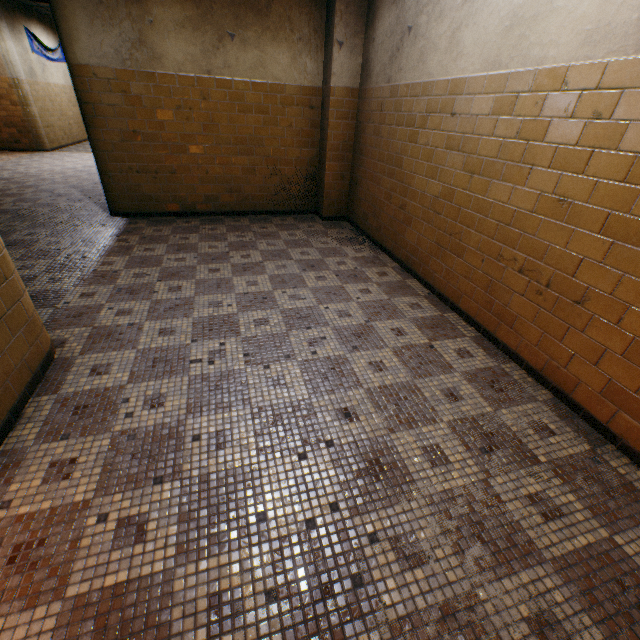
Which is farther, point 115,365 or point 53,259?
point 53,259

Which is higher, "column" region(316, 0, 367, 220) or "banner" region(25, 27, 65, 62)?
"banner" region(25, 27, 65, 62)

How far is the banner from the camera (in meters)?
10.33

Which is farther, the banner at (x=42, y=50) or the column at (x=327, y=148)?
the banner at (x=42, y=50)

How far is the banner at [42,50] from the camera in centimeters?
1033cm

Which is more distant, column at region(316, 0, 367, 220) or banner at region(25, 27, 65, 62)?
banner at region(25, 27, 65, 62)
